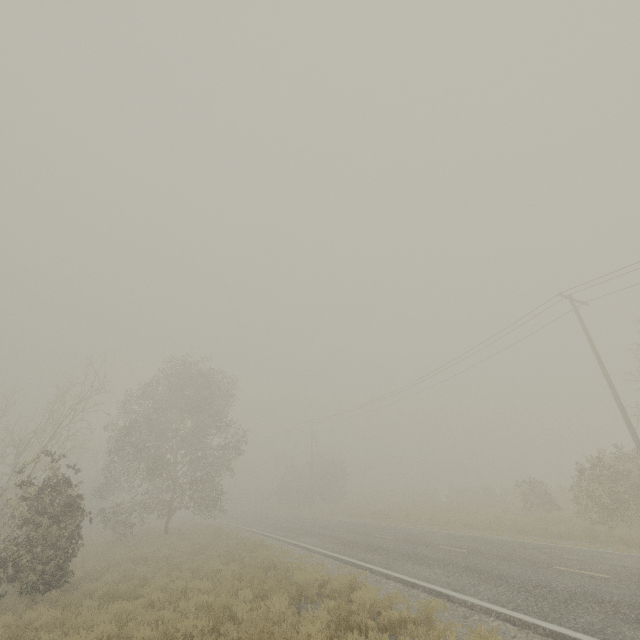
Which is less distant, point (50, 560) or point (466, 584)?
point (466, 584)
